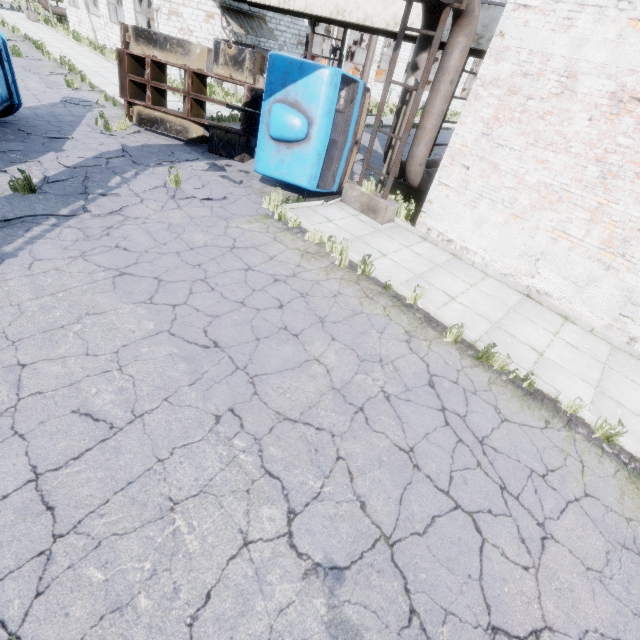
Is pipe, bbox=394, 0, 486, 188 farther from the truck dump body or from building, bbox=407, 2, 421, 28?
the truck dump body

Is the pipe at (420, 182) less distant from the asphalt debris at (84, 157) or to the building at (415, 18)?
the building at (415, 18)

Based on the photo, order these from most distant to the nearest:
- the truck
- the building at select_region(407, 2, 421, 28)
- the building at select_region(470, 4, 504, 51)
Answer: the building at select_region(407, 2, 421, 28) → the building at select_region(470, 4, 504, 51) → the truck

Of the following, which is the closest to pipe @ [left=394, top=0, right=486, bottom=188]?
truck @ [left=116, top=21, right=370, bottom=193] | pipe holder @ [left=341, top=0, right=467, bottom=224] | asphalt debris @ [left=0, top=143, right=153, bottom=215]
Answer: pipe holder @ [left=341, top=0, right=467, bottom=224]

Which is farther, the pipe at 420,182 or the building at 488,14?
the building at 488,14

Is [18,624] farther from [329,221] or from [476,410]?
[329,221]

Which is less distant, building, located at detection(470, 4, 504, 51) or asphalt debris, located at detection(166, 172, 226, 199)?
asphalt debris, located at detection(166, 172, 226, 199)

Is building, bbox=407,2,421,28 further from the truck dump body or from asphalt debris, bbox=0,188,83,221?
the truck dump body
